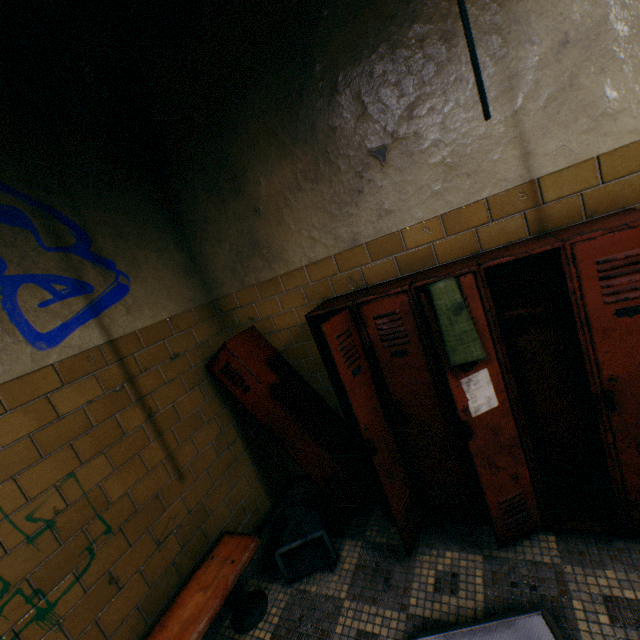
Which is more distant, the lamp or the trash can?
the trash can

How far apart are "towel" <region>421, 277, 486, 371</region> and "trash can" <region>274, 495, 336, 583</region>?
1.6m

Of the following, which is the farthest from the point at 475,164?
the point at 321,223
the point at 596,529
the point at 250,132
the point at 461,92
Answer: the point at 596,529

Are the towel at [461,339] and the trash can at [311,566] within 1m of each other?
no

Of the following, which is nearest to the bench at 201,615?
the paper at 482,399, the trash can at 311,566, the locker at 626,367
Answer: the trash can at 311,566

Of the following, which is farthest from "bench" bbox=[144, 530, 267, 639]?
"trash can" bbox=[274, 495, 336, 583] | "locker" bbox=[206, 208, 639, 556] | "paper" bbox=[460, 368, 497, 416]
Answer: "paper" bbox=[460, 368, 497, 416]

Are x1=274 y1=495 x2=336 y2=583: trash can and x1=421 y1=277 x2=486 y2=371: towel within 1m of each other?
no

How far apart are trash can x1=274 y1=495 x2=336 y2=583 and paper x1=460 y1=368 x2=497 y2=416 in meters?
1.4 m
